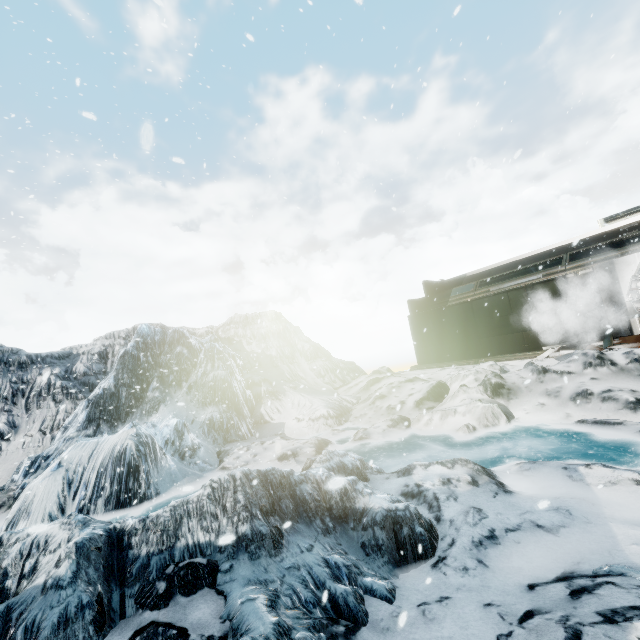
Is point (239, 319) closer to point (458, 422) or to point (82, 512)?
point (82, 512)
